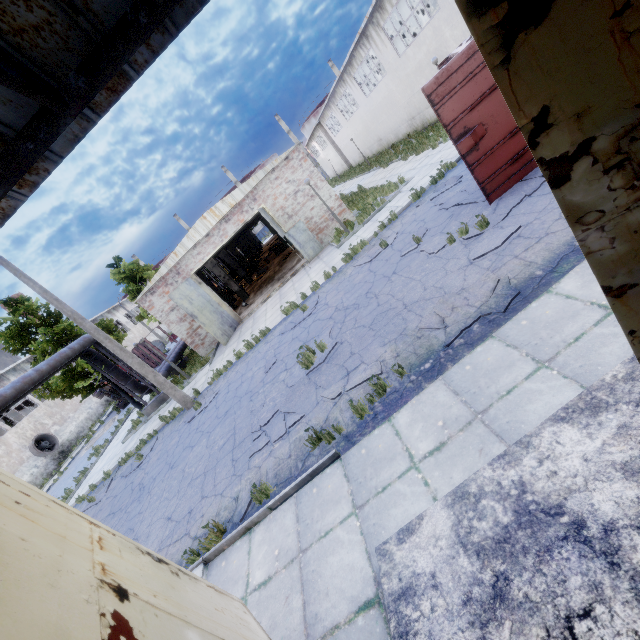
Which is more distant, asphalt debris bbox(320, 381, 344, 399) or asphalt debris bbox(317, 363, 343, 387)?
asphalt debris bbox(317, 363, 343, 387)

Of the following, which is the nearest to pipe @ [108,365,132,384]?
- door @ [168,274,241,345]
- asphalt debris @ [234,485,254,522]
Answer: door @ [168,274,241,345]

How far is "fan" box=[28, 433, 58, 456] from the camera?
28.81m

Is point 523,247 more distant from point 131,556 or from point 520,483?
point 131,556

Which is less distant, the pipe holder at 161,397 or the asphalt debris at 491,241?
the asphalt debris at 491,241

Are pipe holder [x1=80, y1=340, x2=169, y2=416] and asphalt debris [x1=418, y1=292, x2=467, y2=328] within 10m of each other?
no

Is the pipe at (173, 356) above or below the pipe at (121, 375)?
below

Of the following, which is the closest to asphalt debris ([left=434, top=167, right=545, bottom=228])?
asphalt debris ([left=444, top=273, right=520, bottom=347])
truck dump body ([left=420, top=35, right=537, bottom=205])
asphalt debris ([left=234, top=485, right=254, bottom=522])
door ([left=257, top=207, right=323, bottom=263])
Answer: truck dump body ([left=420, top=35, right=537, bottom=205])
